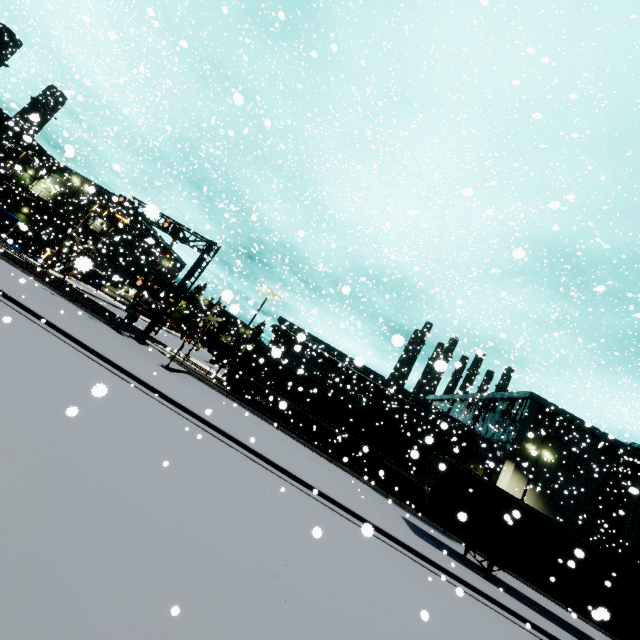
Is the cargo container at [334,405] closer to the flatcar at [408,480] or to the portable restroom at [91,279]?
the flatcar at [408,480]

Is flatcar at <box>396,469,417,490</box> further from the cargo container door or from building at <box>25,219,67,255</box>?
the cargo container door

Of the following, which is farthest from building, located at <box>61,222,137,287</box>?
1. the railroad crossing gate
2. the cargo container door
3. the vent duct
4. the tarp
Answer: the cargo container door

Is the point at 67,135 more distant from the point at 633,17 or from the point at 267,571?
the point at 633,17

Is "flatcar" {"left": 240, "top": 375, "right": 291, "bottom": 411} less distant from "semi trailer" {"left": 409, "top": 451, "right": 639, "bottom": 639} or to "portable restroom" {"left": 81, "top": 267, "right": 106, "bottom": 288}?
"semi trailer" {"left": 409, "top": 451, "right": 639, "bottom": 639}

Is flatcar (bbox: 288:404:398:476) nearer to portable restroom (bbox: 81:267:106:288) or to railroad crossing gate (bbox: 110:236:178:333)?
railroad crossing gate (bbox: 110:236:178:333)

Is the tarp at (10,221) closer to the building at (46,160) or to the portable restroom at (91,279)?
the building at (46,160)

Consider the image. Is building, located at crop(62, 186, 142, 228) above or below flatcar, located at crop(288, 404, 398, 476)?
above
